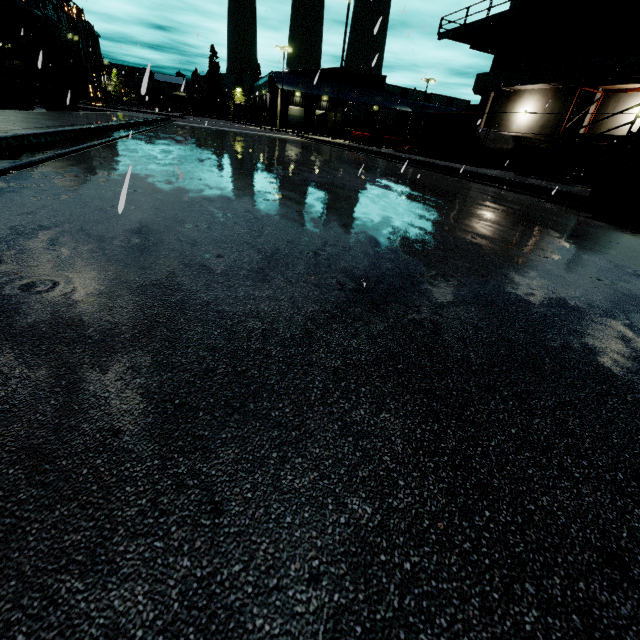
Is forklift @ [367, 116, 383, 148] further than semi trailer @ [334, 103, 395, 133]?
No

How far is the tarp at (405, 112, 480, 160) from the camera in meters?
14.9

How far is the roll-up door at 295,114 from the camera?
56.8 meters

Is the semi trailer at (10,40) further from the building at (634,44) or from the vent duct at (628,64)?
the vent duct at (628,64)

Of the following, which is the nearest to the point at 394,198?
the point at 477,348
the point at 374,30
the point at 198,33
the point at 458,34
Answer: the point at 374,30

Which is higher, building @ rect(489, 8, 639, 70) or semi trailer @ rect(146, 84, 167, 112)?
building @ rect(489, 8, 639, 70)

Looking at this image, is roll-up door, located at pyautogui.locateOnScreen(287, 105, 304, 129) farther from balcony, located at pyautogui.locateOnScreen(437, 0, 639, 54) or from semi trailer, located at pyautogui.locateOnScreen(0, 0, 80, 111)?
balcony, located at pyautogui.locateOnScreen(437, 0, 639, 54)

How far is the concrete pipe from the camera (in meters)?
18.00
